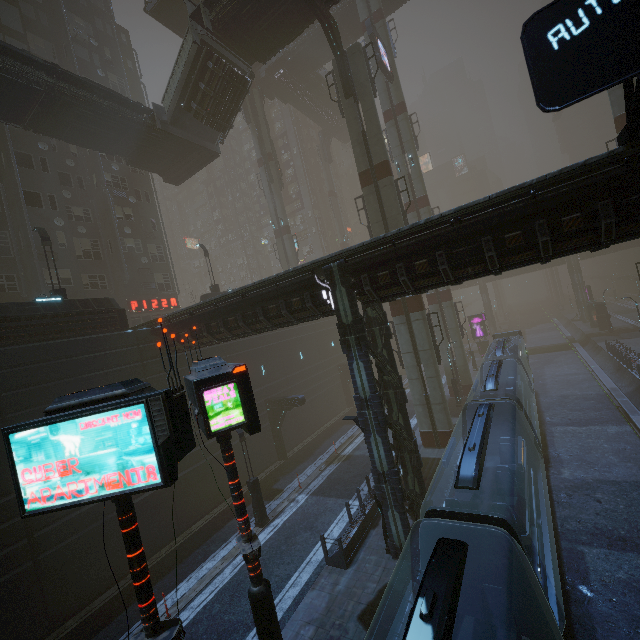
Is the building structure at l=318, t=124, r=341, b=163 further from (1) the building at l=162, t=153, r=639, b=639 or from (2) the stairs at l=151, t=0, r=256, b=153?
(2) the stairs at l=151, t=0, r=256, b=153

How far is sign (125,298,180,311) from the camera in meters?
29.3 m

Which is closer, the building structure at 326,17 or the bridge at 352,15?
the building structure at 326,17

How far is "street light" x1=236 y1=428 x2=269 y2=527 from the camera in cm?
1700

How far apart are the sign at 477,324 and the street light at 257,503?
37.4m

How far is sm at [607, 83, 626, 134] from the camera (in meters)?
22.20

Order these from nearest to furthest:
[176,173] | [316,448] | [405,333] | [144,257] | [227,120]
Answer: [405,333]
[227,120]
[316,448]
[176,173]
[144,257]

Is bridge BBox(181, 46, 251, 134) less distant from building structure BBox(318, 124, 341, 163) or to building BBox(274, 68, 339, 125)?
building BBox(274, 68, 339, 125)
